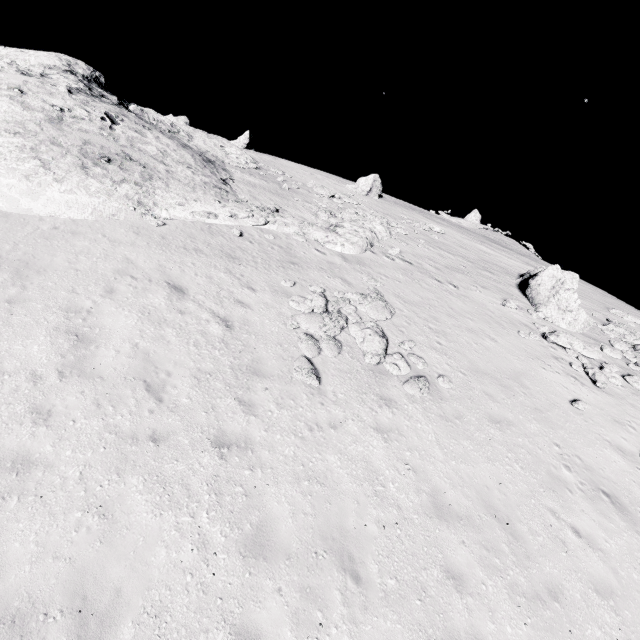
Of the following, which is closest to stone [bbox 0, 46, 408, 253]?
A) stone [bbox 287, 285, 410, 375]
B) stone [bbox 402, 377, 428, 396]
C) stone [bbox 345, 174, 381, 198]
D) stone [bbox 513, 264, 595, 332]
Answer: stone [bbox 287, 285, 410, 375]

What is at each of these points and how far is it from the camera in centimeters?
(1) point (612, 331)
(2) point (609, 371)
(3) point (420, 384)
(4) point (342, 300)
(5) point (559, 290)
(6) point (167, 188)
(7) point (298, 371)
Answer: (1) stone, 1895cm
(2) stone, 1459cm
(3) stone, 1045cm
(4) stone, 1320cm
(5) stone, 1758cm
(6) stone, 1591cm
(7) stone, 945cm

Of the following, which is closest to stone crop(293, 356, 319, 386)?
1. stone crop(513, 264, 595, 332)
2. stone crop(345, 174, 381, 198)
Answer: stone crop(513, 264, 595, 332)

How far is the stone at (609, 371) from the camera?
13.9m

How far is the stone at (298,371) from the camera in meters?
9.3

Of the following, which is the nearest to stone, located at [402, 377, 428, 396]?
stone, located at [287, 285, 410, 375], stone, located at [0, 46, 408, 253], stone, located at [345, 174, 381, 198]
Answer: stone, located at [287, 285, 410, 375]

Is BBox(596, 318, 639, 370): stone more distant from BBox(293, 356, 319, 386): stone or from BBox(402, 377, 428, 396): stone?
BBox(293, 356, 319, 386): stone

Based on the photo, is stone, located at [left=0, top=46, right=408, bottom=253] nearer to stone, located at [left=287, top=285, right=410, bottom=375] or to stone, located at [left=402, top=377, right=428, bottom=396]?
stone, located at [left=287, top=285, right=410, bottom=375]
